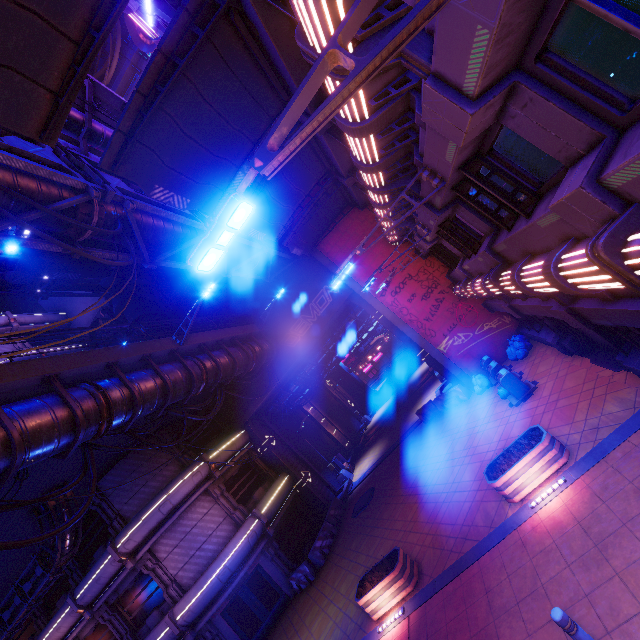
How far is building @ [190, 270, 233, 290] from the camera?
21.8m

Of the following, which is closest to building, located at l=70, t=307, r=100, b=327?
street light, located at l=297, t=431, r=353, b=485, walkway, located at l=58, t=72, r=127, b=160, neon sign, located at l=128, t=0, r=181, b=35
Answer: street light, located at l=297, t=431, r=353, b=485

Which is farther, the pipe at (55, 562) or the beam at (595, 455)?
the pipe at (55, 562)

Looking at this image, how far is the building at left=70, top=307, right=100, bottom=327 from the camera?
31.7 meters

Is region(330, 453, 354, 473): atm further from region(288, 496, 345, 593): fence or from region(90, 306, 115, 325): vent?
region(90, 306, 115, 325): vent

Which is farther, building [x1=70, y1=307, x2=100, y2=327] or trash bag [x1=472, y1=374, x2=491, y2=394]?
building [x1=70, y1=307, x2=100, y2=327]

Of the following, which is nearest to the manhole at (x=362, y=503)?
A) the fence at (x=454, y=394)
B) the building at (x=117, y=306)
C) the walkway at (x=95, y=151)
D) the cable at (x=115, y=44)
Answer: the fence at (x=454, y=394)

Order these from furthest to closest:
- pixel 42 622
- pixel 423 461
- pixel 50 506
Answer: pixel 42 622 < pixel 423 461 < pixel 50 506
